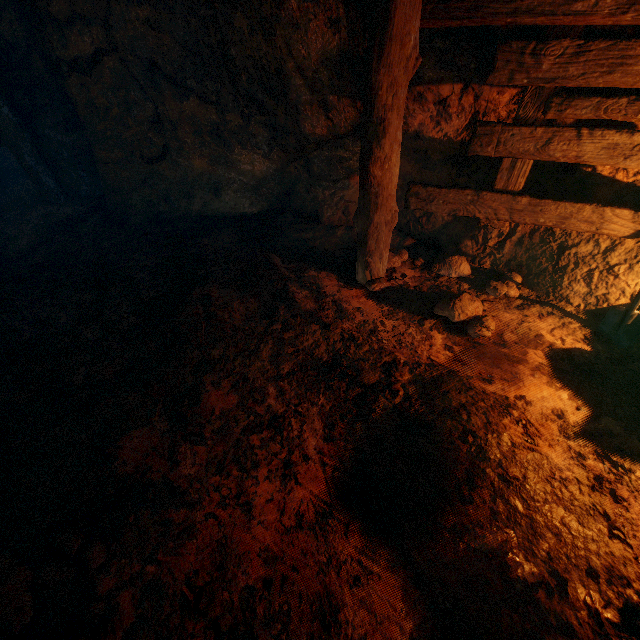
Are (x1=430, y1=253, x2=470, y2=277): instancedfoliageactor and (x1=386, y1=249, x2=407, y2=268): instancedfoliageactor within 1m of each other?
yes

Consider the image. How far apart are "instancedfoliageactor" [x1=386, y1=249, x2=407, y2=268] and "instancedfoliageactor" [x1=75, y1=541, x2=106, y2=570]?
3.4 meters

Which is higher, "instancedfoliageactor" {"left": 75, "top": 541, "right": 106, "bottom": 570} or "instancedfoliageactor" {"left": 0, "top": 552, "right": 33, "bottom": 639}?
"instancedfoliageactor" {"left": 0, "top": 552, "right": 33, "bottom": 639}

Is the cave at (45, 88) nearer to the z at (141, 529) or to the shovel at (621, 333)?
the z at (141, 529)

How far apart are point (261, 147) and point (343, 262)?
1.9 meters

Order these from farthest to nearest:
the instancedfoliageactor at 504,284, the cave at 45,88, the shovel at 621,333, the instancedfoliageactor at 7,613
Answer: the cave at 45,88 → the instancedfoliageactor at 504,284 → the shovel at 621,333 → the instancedfoliageactor at 7,613

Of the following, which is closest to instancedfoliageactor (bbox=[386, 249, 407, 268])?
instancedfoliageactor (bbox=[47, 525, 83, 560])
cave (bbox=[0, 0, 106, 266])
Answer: instancedfoliageactor (bbox=[47, 525, 83, 560])

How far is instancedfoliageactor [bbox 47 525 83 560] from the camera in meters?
1.8
